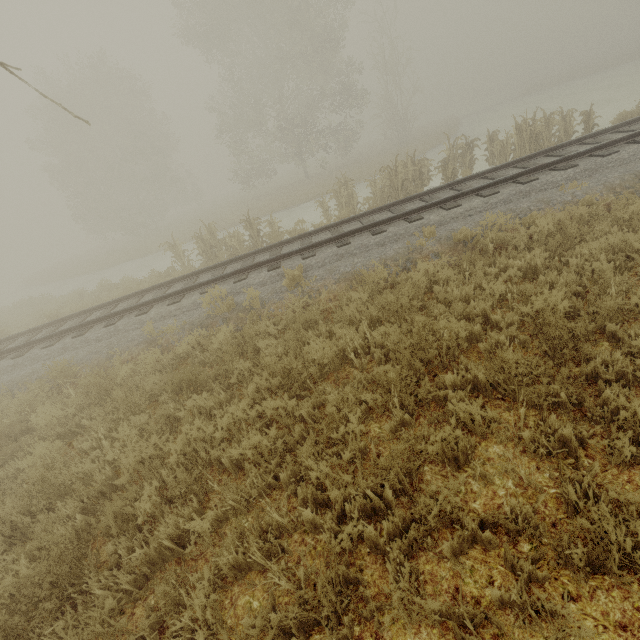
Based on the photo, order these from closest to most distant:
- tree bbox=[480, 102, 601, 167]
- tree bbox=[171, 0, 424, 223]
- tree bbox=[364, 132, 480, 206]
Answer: tree bbox=[480, 102, 601, 167]
tree bbox=[364, 132, 480, 206]
tree bbox=[171, 0, 424, 223]

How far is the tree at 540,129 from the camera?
11.5 meters

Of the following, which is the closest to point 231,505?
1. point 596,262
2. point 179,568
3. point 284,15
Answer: point 179,568

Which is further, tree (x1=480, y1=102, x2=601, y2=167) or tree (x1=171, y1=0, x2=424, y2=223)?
tree (x1=171, y1=0, x2=424, y2=223)

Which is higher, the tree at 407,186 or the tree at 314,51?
the tree at 314,51

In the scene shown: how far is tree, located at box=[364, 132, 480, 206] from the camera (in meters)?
12.20
